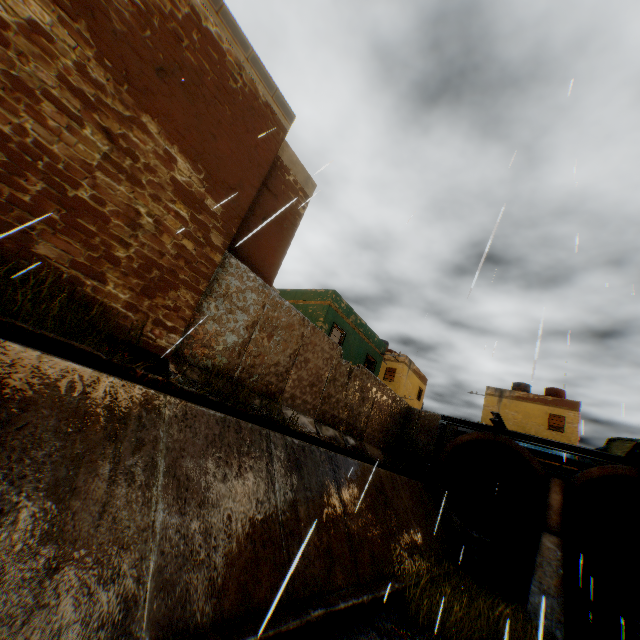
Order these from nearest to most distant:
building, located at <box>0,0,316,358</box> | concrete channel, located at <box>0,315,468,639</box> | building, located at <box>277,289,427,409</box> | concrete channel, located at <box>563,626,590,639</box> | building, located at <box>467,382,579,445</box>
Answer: concrete channel, located at <box>0,315,468,639</box>, building, located at <box>0,0,316,358</box>, concrete channel, located at <box>563,626,590,639</box>, building, located at <box>277,289,427,409</box>, building, located at <box>467,382,579,445</box>

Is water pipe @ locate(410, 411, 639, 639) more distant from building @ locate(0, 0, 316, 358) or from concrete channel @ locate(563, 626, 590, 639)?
building @ locate(0, 0, 316, 358)

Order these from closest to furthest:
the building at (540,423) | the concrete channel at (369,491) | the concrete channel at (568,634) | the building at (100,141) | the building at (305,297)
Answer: the concrete channel at (369,491) < the building at (100,141) < the concrete channel at (568,634) < the building at (305,297) < the building at (540,423)

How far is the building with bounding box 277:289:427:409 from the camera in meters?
16.2

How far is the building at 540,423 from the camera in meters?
26.2

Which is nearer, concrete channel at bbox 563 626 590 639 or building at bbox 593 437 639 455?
concrete channel at bbox 563 626 590 639

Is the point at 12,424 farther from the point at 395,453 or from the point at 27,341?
the point at 395,453

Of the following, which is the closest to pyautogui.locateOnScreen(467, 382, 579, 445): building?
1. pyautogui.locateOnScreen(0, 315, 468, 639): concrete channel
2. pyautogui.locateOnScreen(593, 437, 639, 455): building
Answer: pyautogui.locateOnScreen(0, 315, 468, 639): concrete channel
